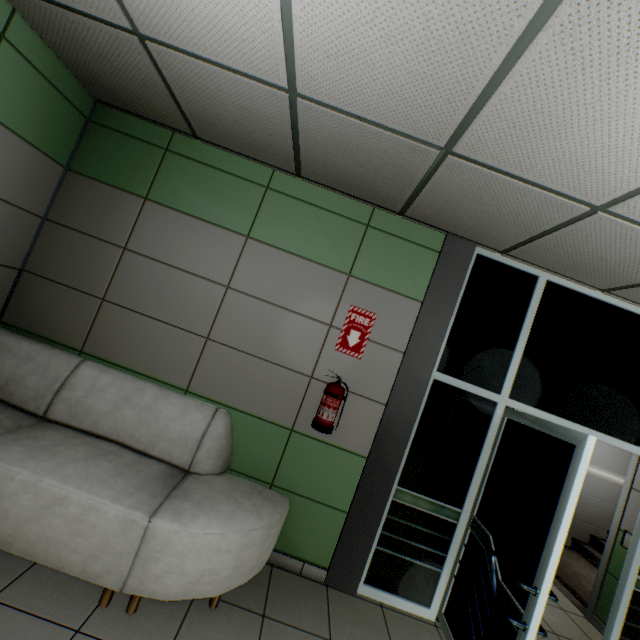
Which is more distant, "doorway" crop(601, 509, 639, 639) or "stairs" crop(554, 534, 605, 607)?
"stairs" crop(554, 534, 605, 607)

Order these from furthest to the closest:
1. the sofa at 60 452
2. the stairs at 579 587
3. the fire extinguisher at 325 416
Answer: the stairs at 579 587, the fire extinguisher at 325 416, the sofa at 60 452

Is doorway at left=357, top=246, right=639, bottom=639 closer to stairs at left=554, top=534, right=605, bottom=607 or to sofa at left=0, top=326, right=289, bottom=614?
stairs at left=554, top=534, right=605, bottom=607

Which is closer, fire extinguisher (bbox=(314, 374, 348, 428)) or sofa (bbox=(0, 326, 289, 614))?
sofa (bbox=(0, 326, 289, 614))

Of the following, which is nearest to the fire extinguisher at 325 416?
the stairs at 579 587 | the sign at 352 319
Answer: the sign at 352 319

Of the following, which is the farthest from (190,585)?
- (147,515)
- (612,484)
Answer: (612,484)

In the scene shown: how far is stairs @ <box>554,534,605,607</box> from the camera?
4.37m

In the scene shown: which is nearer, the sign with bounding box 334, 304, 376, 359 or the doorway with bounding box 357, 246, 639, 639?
the doorway with bounding box 357, 246, 639, 639
